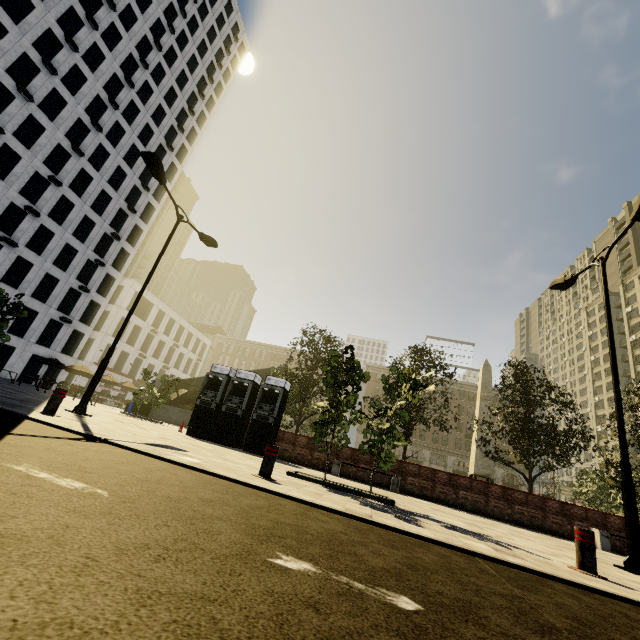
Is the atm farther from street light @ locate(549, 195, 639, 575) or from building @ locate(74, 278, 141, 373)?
building @ locate(74, 278, 141, 373)

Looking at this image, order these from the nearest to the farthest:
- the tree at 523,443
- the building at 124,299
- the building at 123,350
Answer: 1. the tree at 523,443
2. the building at 124,299
3. the building at 123,350

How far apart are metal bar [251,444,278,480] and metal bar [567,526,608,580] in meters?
4.5 m

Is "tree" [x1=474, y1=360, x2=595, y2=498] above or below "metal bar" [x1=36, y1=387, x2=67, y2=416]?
above

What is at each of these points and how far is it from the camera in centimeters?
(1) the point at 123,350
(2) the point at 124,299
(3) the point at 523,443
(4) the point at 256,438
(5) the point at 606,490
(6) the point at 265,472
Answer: (1) building, 4450cm
(2) building, 4328cm
(3) tree, 1617cm
(4) atm, 1355cm
(5) tree, 3009cm
(6) metal bar, 563cm

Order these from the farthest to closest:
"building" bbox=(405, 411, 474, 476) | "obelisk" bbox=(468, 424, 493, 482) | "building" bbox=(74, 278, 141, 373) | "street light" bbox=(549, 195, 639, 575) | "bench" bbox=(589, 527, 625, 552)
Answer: "building" bbox=(405, 411, 474, 476), "building" bbox=(74, 278, 141, 373), "obelisk" bbox=(468, 424, 493, 482), "bench" bbox=(589, 527, 625, 552), "street light" bbox=(549, 195, 639, 575)

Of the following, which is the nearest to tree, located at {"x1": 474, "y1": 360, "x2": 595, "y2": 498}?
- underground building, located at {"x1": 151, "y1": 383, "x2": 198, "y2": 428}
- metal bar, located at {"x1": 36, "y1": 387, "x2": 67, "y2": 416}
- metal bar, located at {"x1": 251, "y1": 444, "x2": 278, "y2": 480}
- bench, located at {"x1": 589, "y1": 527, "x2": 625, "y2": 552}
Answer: underground building, located at {"x1": 151, "y1": 383, "x2": 198, "y2": 428}

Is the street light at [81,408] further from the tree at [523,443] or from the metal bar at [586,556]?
the metal bar at [586,556]
